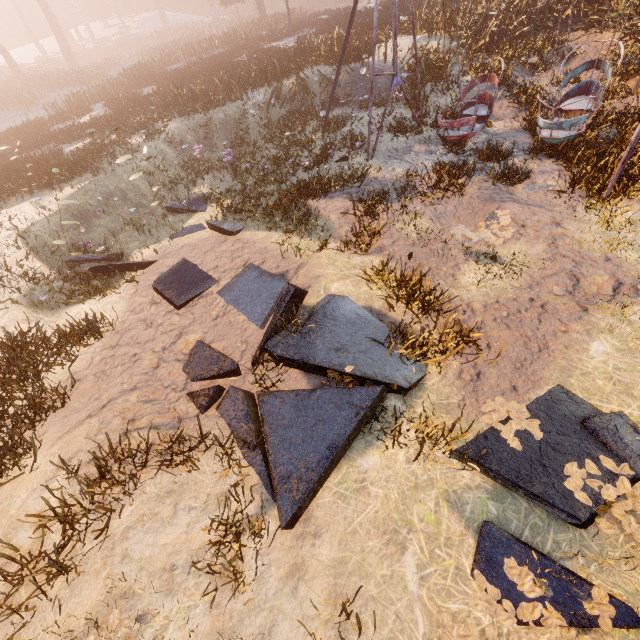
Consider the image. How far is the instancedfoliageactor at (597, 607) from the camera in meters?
2.6 m

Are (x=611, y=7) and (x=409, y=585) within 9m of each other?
no

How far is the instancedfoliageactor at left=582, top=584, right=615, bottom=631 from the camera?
2.6 meters

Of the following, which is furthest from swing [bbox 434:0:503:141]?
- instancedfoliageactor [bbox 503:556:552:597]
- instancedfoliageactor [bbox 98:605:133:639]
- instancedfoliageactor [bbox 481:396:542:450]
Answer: instancedfoliageactor [bbox 98:605:133:639]

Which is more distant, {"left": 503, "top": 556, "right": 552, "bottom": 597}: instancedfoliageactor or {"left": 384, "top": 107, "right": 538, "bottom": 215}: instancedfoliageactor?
{"left": 384, "top": 107, "right": 538, "bottom": 215}: instancedfoliageactor

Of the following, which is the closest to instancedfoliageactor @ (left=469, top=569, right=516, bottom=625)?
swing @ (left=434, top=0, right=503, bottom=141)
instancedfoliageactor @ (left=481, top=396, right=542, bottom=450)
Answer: instancedfoliageactor @ (left=481, top=396, right=542, bottom=450)

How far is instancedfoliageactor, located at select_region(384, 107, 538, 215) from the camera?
7.9 meters
